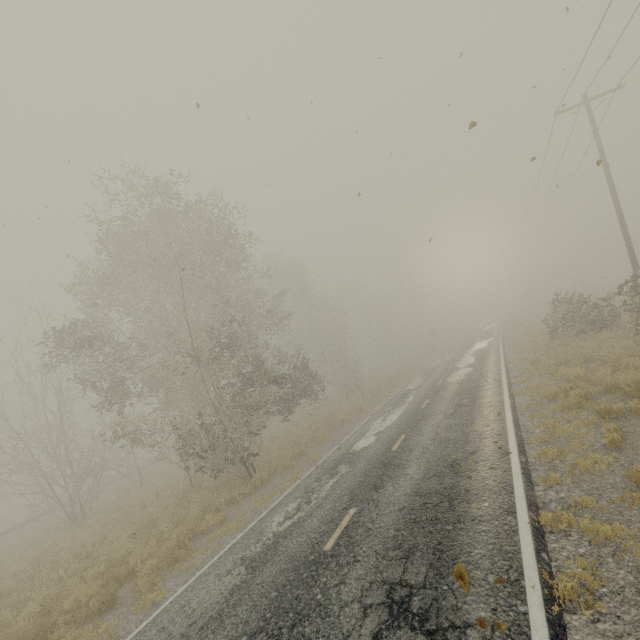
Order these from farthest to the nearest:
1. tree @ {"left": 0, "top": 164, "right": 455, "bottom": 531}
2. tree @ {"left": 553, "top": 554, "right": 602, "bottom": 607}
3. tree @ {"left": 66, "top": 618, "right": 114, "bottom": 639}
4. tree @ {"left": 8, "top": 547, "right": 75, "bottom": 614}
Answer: tree @ {"left": 0, "top": 164, "right": 455, "bottom": 531}, tree @ {"left": 8, "top": 547, "right": 75, "bottom": 614}, tree @ {"left": 66, "top": 618, "right": 114, "bottom": 639}, tree @ {"left": 553, "top": 554, "right": 602, "bottom": 607}

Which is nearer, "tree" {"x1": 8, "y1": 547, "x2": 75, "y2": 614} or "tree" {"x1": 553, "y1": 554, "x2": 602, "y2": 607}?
"tree" {"x1": 553, "y1": 554, "x2": 602, "y2": 607}

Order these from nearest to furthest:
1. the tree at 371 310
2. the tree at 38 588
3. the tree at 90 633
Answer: the tree at 90 633, the tree at 38 588, the tree at 371 310

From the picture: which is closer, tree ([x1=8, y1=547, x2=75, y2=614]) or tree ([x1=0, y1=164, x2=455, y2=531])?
tree ([x1=8, y1=547, x2=75, y2=614])

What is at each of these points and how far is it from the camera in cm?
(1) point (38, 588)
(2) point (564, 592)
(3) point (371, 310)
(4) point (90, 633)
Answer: (1) tree, 1005
(2) tree, 387
(3) tree, 4978
(4) tree, 698

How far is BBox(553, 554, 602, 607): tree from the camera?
3.85m

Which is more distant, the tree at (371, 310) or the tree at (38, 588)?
the tree at (371, 310)
